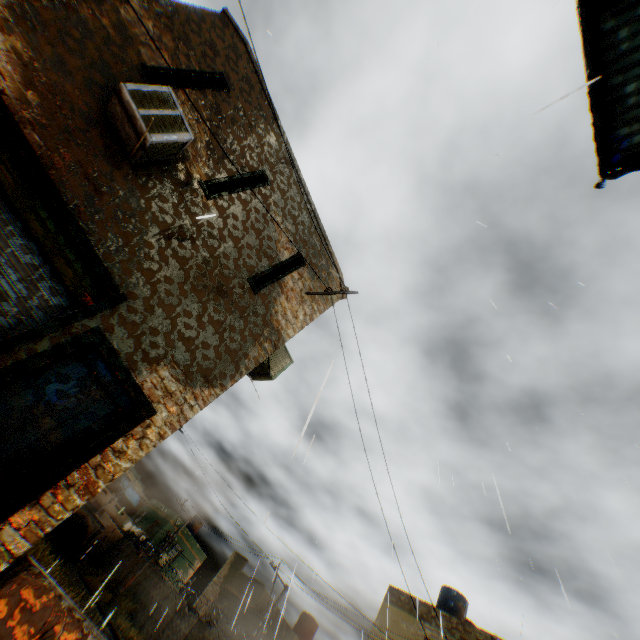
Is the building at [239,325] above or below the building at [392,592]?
below

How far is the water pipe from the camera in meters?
26.9 m

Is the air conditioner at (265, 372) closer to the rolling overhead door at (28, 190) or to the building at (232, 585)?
the building at (232, 585)

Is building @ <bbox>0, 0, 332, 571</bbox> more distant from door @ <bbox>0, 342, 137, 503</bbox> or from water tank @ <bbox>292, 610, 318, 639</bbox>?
water tank @ <bbox>292, 610, 318, 639</bbox>

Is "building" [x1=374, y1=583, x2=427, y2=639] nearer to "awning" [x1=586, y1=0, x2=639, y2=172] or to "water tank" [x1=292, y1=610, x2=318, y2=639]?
"awning" [x1=586, y1=0, x2=639, y2=172]

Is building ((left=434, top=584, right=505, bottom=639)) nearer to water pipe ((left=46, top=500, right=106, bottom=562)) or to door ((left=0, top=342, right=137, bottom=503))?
door ((left=0, top=342, right=137, bottom=503))

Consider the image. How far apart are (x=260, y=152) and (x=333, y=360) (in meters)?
6.56

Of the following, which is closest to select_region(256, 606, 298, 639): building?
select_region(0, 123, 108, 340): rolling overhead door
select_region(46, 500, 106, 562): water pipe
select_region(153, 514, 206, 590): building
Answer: select_region(0, 123, 108, 340): rolling overhead door
